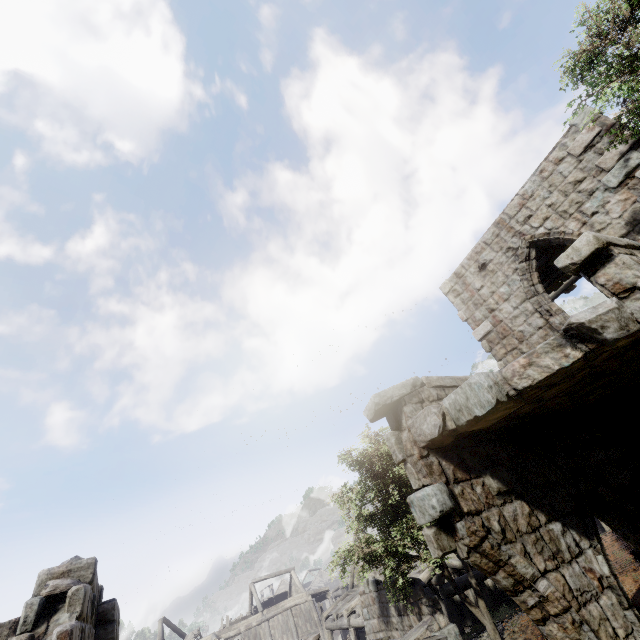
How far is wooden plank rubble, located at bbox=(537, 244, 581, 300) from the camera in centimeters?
1034cm

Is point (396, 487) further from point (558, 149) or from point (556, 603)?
point (558, 149)

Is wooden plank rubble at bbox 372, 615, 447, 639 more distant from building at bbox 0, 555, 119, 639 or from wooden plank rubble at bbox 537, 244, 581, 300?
wooden plank rubble at bbox 537, 244, 581, 300

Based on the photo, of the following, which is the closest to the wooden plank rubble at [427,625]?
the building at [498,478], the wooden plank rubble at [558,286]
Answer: the building at [498,478]

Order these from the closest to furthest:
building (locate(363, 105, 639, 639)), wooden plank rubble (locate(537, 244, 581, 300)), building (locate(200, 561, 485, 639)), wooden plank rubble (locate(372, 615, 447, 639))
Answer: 1. building (locate(363, 105, 639, 639))
2. wooden plank rubble (locate(372, 615, 447, 639))
3. wooden plank rubble (locate(537, 244, 581, 300))
4. building (locate(200, 561, 485, 639))

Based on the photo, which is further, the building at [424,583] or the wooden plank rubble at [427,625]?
the building at [424,583]

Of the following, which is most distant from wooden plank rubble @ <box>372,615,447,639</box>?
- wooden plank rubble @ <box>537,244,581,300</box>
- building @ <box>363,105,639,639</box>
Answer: wooden plank rubble @ <box>537,244,581,300</box>
